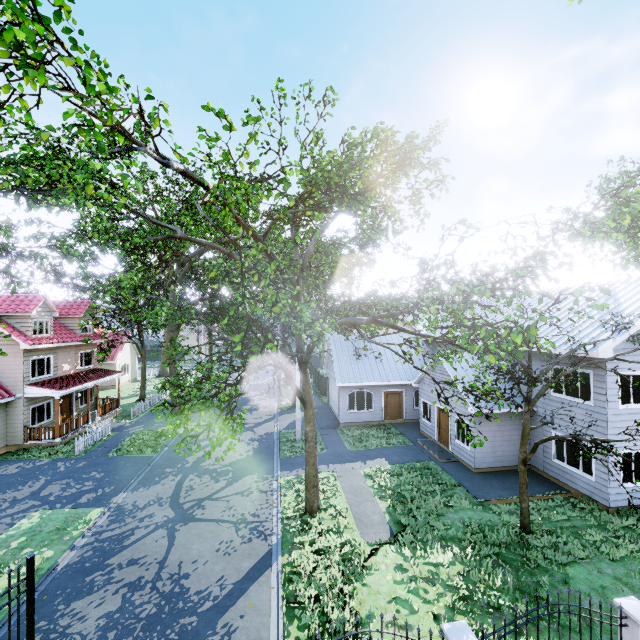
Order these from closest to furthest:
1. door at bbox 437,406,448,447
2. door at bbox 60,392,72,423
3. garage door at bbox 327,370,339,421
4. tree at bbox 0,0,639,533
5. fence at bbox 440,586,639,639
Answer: tree at bbox 0,0,639,533 < fence at bbox 440,586,639,639 < door at bbox 437,406,448,447 < door at bbox 60,392,72,423 < garage door at bbox 327,370,339,421

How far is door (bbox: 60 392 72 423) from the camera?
22.78m

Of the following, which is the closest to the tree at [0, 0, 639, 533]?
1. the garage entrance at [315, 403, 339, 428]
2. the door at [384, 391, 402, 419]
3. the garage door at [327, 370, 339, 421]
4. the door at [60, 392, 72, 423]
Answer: the garage entrance at [315, 403, 339, 428]

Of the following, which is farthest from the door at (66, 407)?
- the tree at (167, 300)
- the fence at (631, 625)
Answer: the fence at (631, 625)

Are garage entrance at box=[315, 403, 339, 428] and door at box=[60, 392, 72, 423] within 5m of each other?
no

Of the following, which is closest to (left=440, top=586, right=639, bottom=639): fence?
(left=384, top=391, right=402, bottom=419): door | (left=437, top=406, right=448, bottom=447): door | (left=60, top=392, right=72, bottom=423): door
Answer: (left=437, top=406, right=448, bottom=447): door

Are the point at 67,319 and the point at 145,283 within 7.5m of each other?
no

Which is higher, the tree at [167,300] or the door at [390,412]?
the tree at [167,300]
